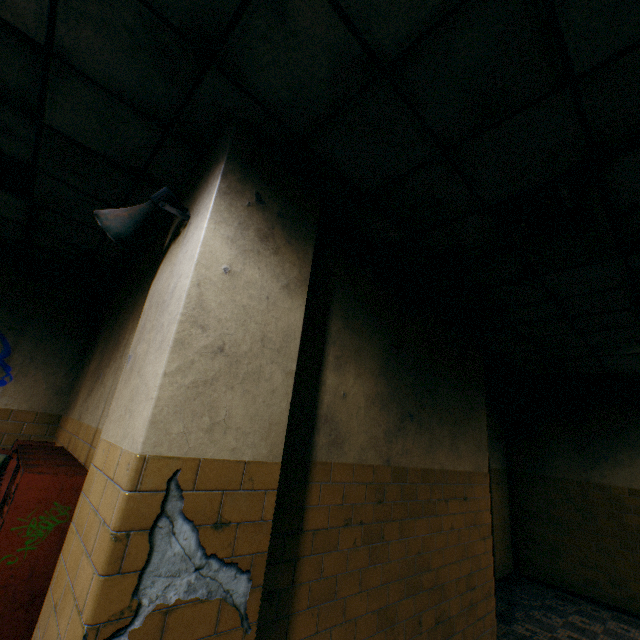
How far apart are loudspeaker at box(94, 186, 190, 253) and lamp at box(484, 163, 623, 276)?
2.21m

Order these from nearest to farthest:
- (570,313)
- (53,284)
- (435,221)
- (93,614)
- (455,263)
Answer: (93,614)
(435,221)
(455,263)
(570,313)
(53,284)

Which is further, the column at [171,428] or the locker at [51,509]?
the locker at [51,509]

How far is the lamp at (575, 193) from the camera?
2.3 meters

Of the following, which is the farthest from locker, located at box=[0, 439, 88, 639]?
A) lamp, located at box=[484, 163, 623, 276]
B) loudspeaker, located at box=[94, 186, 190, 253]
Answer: lamp, located at box=[484, 163, 623, 276]

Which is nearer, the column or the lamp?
the column

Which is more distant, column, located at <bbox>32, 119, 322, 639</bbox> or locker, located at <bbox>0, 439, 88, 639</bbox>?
locker, located at <bbox>0, 439, 88, 639</bbox>

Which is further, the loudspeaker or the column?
the loudspeaker
